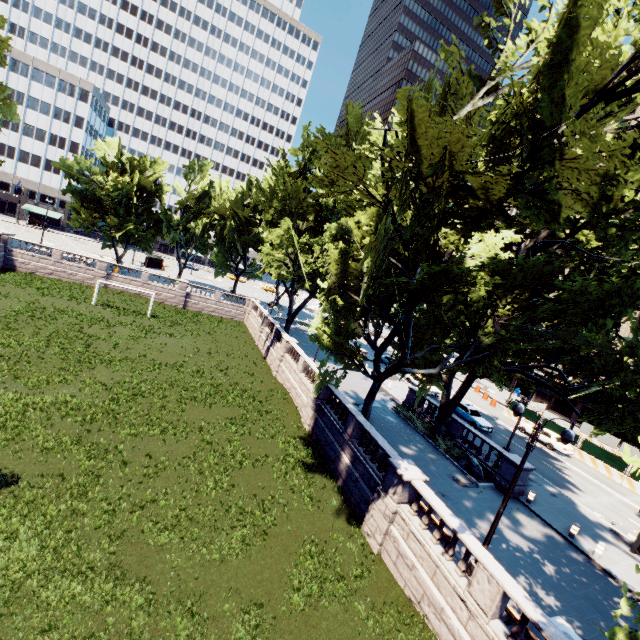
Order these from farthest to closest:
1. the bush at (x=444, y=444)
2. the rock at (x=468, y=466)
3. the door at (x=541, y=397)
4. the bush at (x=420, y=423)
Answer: the door at (x=541, y=397), the bush at (x=420, y=423), the bush at (x=444, y=444), the rock at (x=468, y=466)

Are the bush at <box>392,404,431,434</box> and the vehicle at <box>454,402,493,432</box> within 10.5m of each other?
yes

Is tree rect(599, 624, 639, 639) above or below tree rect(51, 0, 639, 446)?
below

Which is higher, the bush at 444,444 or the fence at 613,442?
the fence at 613,442

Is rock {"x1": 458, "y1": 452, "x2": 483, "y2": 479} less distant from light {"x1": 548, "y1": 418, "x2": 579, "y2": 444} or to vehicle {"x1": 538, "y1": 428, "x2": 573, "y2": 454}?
light {"x1": 548, "y1": 418, "x2": 579, "y2": 444}

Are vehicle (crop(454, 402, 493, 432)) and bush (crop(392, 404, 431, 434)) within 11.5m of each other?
yes

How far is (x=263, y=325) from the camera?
41.53m

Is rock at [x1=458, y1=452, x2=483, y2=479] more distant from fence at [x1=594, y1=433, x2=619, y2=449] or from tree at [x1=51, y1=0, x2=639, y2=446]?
fence at [x1=594, y1=433, x2=619, y2=449]
